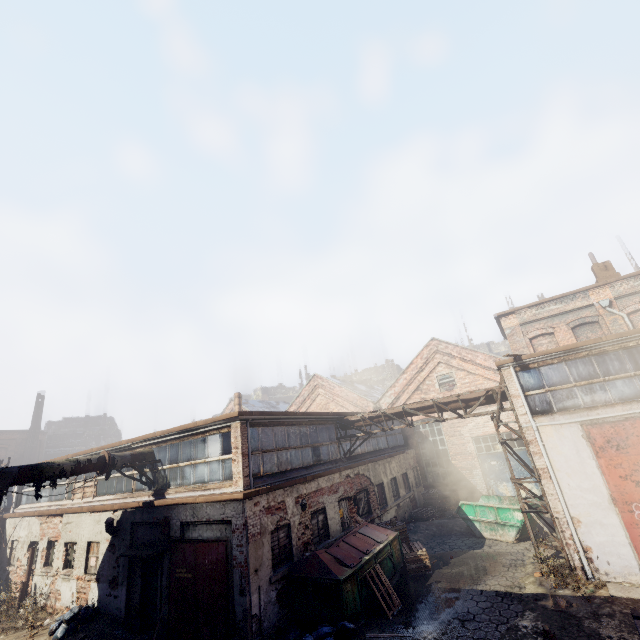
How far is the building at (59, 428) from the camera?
38.6 meters

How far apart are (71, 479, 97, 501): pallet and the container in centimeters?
1683cm

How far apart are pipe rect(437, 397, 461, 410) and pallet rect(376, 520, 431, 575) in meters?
4.8

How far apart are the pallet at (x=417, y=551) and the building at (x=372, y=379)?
45.3m

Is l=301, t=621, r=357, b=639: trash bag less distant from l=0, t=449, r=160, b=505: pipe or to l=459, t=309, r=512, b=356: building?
l=0, t=449, r=160, b=505: pipe

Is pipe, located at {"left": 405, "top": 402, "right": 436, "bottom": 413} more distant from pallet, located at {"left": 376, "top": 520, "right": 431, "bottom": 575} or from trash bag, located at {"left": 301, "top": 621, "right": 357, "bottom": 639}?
trash bag, located at {"left": 301, "top": 621, "right": 357, "bottom": 639}

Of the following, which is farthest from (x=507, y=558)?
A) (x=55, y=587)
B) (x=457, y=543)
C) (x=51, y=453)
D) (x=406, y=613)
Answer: (x=51, y=453)

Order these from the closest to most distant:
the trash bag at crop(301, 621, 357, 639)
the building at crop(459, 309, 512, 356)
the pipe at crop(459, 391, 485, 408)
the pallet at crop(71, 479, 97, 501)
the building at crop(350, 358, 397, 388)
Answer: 1. the trash bag at crop(301, 621, 357, 639)
2. the pipe at crop(459, 391, 485, 408)
3. the pallet at crop(71, 479, 97, 501)
4. the building at crop(459, 309, 512, 356)
5. the building at crop(350, 358, 397, 388)
